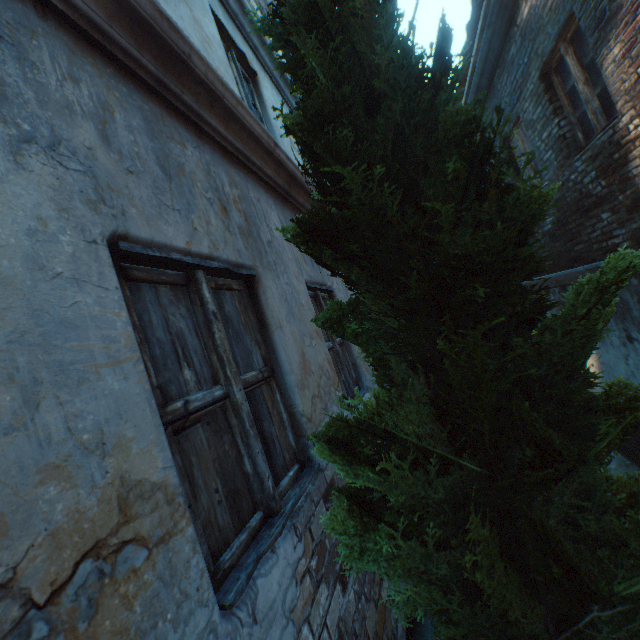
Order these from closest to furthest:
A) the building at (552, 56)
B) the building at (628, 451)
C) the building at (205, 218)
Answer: the building at (205, 218) < the building at (552, 56) < the building at (628, 451)

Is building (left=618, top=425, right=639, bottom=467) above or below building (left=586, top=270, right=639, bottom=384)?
below

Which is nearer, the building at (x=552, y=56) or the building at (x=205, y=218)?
the building at (x=205, y=218)

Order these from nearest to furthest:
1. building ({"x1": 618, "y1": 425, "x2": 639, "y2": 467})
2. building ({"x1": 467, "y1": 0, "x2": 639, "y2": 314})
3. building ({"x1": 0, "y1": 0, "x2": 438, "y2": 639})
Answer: building ({"x1": 0, "y1": 0, "x2": 438, "y2": 639})
building ({"x1": 467, "y1": 0, "x2": 639, "y2": 314})
building ({"x1": 618, "y1": 425, "x2": 639, "y2": 467})

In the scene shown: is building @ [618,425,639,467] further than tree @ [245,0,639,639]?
Yes

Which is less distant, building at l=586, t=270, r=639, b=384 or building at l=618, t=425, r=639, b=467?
building at l=586, t=270, r=639, b=384

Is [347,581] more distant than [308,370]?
No
